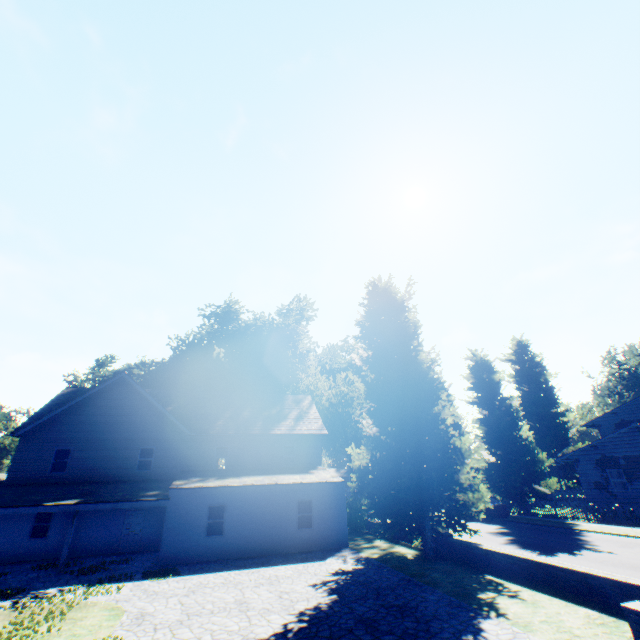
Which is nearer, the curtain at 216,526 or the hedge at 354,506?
the curtain at 216,526

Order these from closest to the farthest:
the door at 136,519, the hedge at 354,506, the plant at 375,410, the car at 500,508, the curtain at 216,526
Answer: the plant at 375,410, the curtain at 216,526, the door at 136,519, the hedge at 354,506, the car at 500,508

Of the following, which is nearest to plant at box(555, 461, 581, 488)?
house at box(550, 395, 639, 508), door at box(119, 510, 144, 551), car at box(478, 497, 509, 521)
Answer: house at box(550, 395, 639, 508)

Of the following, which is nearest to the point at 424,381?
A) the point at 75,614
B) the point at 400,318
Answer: the point at 400,318

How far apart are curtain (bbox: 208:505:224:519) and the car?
21.5 meters

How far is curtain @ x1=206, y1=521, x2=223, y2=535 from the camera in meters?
17.5

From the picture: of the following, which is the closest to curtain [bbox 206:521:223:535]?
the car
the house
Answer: the car

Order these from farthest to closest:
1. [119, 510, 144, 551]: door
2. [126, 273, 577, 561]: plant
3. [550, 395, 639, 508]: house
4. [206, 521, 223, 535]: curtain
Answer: [550, 395, 639, 508]: house → [119, 510, 144, 551]: door → [206, 521, 223, 535]: curtain → [126, 273, 577, 561]: plant
